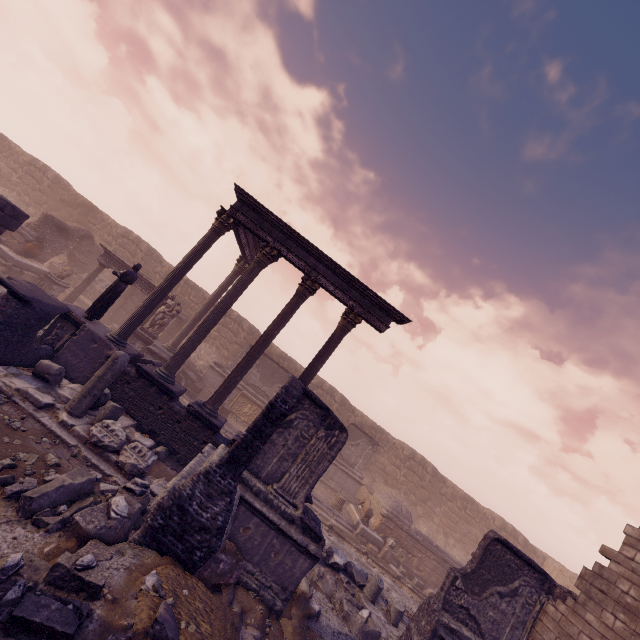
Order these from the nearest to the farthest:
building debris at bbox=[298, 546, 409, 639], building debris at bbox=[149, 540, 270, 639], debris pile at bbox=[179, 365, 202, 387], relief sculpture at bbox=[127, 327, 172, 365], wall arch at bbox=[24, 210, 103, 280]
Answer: building debris at bbox=[149, 540, 270, 639] < building debris at bbox=[298, 546, 409, 639] < relief sculpture at bbox=[127, 327, 172, 365] < wall arch at bbox=[24, 210, 103, 280] < debris pile at bbox=[179, 365, 202, 387]

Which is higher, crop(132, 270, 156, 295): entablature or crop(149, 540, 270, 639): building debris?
crop(132, 270, 156, 295): entablature

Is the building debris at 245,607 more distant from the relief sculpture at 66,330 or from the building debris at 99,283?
the building debris at 99,283

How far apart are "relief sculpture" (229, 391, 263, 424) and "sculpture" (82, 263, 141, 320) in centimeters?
894cm

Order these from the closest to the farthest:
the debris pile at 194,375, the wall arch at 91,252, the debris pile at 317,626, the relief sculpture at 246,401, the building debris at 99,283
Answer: the debris pile at 317,626
the wall arch at 91,252
the debris pile at 194,375
the relief sculpture at 246,401
the building debris at 99,283

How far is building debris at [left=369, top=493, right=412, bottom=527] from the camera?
16.4 meters

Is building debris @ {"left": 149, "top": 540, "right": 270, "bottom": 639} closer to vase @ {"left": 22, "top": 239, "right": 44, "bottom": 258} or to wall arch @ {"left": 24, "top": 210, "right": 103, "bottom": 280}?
vase @ {"left": 22, "top": 239, "right": 44, "bottom": 258}

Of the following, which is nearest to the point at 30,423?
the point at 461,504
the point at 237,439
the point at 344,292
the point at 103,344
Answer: the point at 103,344
